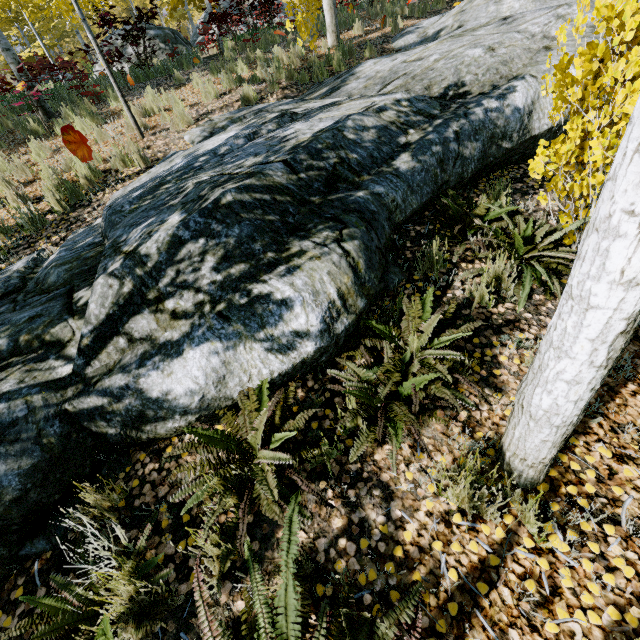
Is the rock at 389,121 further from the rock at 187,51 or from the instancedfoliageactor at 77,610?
the rock at 187,51

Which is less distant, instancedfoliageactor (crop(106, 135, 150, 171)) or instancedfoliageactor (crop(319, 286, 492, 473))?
instancedfoliageactor (crop(319, 286, 492, 473))

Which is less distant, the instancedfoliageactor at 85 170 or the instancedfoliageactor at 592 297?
the instancedfoliageactor at 592 297

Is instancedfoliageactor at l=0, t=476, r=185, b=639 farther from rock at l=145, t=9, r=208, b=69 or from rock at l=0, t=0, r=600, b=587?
rock at l=145, t=9, r=208, b=69

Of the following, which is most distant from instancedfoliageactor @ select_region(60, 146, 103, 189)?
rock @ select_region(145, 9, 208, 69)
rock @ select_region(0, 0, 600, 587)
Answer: rock @ select_region(145, 9, 208, 69)

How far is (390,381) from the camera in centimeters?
232cm
